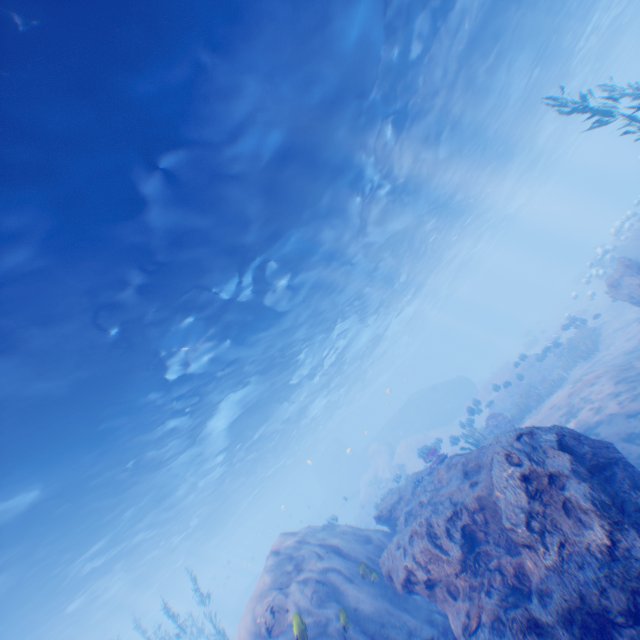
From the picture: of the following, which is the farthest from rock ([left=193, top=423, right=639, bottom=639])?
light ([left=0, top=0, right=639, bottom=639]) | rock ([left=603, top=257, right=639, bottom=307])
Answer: rock ([left=603, top=257, right=639, bottom=307])

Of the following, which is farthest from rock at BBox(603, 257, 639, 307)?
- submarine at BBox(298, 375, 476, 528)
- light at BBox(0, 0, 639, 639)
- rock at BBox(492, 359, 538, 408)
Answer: light at BBox(0, 0, 639, 639)

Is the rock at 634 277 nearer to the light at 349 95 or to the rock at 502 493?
the rock at 502 493

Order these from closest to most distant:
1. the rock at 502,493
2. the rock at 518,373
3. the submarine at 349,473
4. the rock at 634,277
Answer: the rock at 502,493 → the rock at 634,277 → the rock at 518,373 → the submarine at 349,473

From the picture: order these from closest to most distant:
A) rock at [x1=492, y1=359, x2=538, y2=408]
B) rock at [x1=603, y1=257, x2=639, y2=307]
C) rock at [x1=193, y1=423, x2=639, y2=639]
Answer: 1. rock at [x1=193, y1=423, x2=639, y2=639]
2. rock at [x1=603, y1=257, x2=639, y2=307]
3. rock at [x1=492, y1=359, x2=538, y2=408]

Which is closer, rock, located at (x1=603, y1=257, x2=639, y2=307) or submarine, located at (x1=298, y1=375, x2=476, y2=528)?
rock, located at (x1=603, y1=257, x2=639, y2=307)

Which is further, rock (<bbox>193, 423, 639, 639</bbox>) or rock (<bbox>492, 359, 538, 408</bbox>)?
rock (<bbox>492, 359, 538, 408</bbox>)

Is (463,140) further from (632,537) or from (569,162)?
(569,162)
